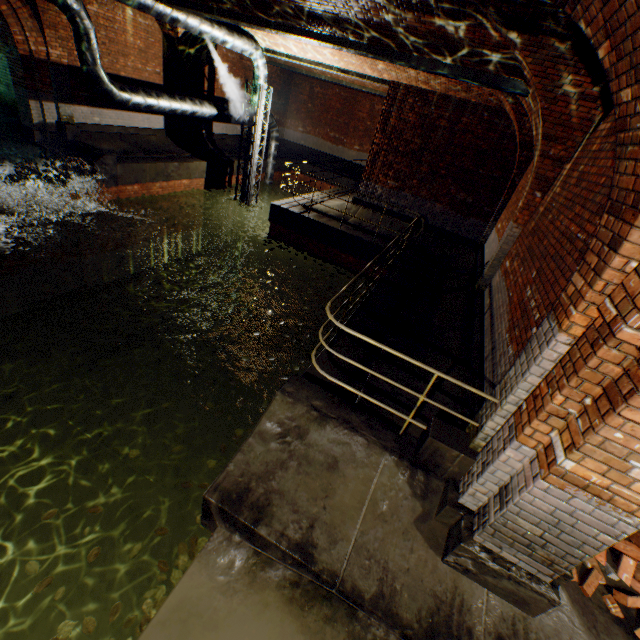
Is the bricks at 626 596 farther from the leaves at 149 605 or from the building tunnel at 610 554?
the leaves at 149 605

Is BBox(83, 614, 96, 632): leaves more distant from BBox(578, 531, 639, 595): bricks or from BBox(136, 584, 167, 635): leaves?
BBox(578, 531, 639, 595): bricks

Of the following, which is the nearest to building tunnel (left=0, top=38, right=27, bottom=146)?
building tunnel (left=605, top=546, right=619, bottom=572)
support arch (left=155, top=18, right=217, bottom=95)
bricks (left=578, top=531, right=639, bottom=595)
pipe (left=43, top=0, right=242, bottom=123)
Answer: pipe (left=43, top=0, right=242, bottom=123)

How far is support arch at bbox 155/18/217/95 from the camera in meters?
12.2

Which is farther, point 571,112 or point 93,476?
point 93,476

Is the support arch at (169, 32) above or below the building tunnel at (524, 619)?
above

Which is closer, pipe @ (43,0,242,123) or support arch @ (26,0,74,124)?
pipe @ (43,0,242,123)

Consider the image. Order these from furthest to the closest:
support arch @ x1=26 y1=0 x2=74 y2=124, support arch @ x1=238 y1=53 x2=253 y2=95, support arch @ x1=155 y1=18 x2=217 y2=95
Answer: support arch @ x1=238 y1=53 x2=253 y2=95, support arch @ x1=155 y1=18 x2=217 y2=95, support arch @ x1=26 y1=0 x2=74 y2=124
